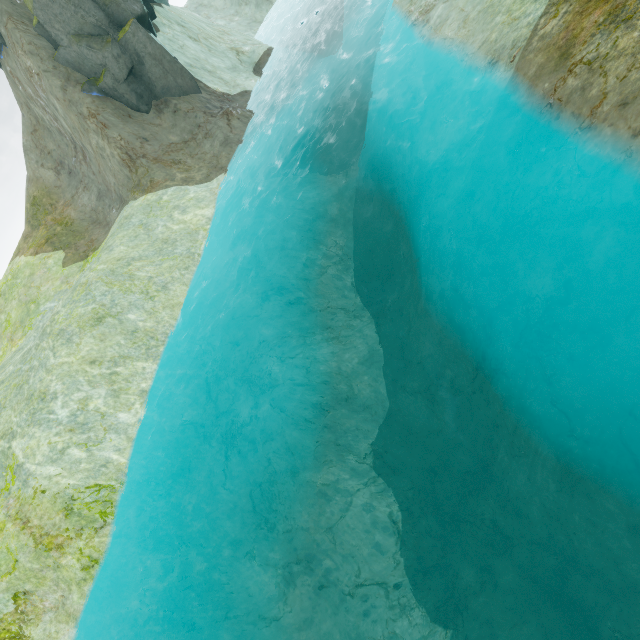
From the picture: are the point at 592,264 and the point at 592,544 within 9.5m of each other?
yes

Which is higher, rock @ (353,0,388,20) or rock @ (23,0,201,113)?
rock @ (23,0,201,113)

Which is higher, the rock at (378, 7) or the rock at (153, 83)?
the rock at (153, 83)
